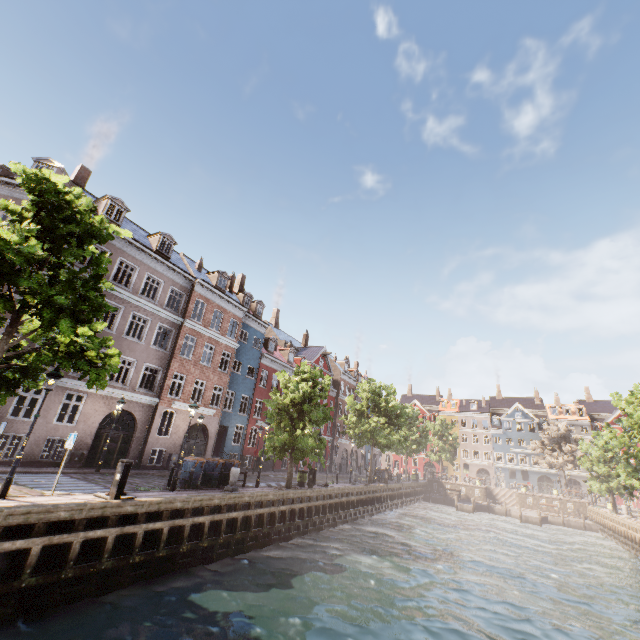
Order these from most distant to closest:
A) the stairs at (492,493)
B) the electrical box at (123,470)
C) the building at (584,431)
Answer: the building at (584,431), the stairs at (492,493), the electrical box at (123,470)

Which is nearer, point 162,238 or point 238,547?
point 238,547

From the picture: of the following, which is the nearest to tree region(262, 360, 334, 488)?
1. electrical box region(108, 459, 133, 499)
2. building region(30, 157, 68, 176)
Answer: electrical box region(108, 459, 133, 499)

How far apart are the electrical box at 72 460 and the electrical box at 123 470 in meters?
9.0 m

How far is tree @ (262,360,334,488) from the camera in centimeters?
1980cm

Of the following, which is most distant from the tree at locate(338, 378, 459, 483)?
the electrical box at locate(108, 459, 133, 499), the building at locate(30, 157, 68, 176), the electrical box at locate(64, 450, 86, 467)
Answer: the electrical box at locate(64, 450, 86, 467)

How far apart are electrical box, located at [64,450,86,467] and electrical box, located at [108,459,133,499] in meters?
9.0

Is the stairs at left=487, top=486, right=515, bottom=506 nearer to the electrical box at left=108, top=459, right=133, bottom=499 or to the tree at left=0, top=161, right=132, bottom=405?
the tree at left=0, top=161, right=132, bottom=405
